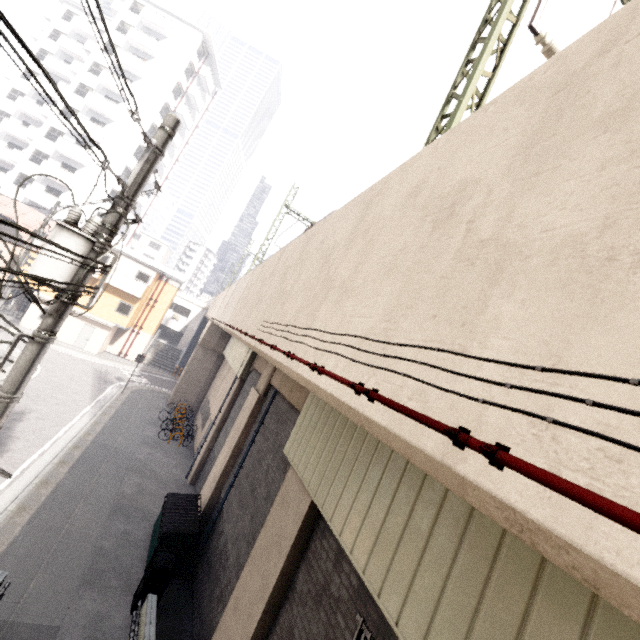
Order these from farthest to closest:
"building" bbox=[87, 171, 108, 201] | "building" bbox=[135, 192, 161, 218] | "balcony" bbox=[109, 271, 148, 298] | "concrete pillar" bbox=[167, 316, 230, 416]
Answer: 1. "building" bbox=[135, 192, 161, 218]
2. "building" bbox=[87, 171, 108, 201]
3. "balcony" bbox=[109, 271, 148, 298]
4. "concrete pillar" bbox=[167, 316, 230, 416]

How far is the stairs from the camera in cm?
3410

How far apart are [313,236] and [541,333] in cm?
544

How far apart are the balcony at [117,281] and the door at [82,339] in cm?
394

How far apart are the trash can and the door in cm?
2585

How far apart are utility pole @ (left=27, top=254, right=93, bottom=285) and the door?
28.38m

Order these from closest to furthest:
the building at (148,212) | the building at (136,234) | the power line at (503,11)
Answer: the power line at (503,11), the building at (148,212), the building at (136,234)

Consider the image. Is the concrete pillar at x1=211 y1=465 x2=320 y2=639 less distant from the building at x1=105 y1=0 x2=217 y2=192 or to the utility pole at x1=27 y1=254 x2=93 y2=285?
the utility pole at x1=27 y1=254 x2=93 y2=285
